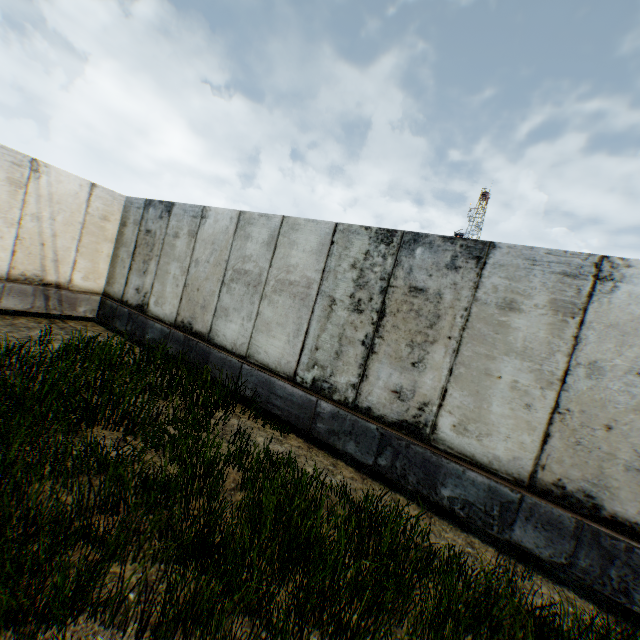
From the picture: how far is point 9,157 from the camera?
7.10m
